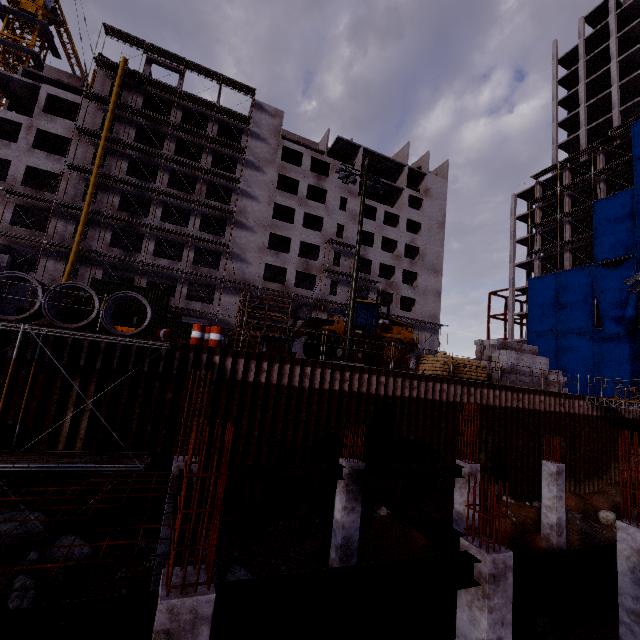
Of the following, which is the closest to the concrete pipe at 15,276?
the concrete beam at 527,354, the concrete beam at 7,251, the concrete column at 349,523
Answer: the concrete beam at 7,251

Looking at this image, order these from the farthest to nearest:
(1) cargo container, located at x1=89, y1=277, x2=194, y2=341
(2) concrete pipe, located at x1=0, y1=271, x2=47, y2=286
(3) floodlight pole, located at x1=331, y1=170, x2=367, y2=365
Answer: (1) cargo container, located at x1=89, y1=277, x2=194, y2=341 < (3) floodlight pole, located at x1=331, y1=170, x2=367, y2=365 < (2) concrete pipe, located at x1=0, y1=271, x2=47, y2=286

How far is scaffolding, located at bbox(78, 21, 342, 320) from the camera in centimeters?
3269cm

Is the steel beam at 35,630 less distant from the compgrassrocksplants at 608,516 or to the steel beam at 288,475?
the steel beam at 288,475

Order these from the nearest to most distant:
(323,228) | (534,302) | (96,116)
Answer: (96,116), (323,228), (534,302)

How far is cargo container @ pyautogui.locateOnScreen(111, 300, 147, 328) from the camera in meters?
28.1

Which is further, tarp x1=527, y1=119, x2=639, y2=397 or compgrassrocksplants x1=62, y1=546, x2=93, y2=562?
tarp x1=527, y1=119, x2=639, y2=397

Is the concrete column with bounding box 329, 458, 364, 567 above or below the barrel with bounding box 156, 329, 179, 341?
below
